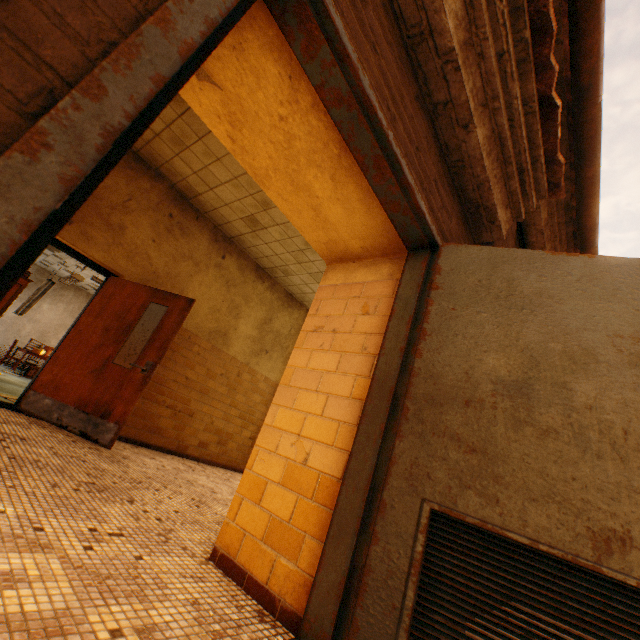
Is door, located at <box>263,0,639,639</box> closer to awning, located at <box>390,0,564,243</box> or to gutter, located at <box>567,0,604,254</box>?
awning, located at <box>390,0,564,243</box>

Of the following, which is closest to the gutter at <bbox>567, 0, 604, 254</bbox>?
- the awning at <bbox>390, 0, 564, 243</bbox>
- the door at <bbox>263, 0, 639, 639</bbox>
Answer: the awning at <bbox>390, 0, 564, 243</bbox>

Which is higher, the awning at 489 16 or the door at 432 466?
the awning at 489 16

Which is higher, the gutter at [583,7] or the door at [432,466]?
the gutter at [583,7]

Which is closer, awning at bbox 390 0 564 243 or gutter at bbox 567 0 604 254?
awning at bbox 390 0 564 243

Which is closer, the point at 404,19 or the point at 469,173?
the point at 404,19

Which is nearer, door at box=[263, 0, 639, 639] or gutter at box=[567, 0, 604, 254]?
door at box=[263, 0, 639, 639]
